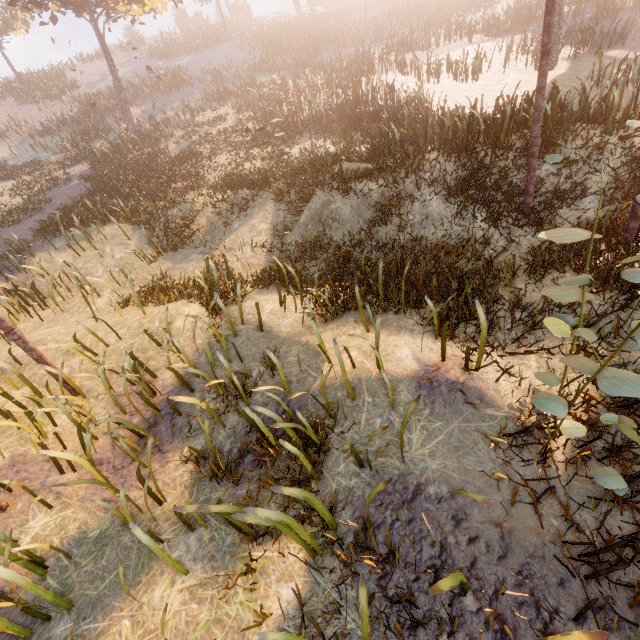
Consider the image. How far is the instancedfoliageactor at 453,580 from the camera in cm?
208

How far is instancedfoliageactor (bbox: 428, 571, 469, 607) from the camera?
2.1 meters

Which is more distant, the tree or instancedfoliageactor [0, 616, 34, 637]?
the tree

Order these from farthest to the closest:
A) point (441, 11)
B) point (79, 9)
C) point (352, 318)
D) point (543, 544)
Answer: point (441, 11) < point (79, 9) < point (352, 318) < point (543, 544)

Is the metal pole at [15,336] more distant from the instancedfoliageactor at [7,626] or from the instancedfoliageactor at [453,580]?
the instancedfoliageactor at [453,580]

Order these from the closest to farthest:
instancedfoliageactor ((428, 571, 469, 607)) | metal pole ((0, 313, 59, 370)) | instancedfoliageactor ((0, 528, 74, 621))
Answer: instancedfoliageactor ((428, 571, 469, 607)) < instancedfoliageactor ((0, 528, 74, 621)) < metal pole ((0, 313, 59, 370))

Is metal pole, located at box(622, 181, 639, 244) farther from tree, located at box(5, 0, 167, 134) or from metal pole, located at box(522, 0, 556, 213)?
tree, located at box(5, 0, 167, 134)

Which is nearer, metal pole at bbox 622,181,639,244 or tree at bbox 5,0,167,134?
metal pole at bbox 622,181,639,244
